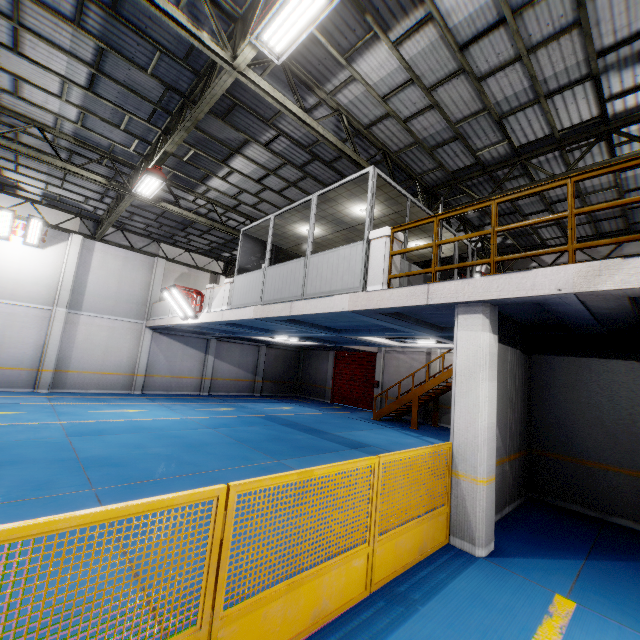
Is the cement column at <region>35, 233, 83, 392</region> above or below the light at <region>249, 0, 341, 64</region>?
below

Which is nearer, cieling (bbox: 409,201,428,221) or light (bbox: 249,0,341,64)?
light (bbox: 249,0,341,64)

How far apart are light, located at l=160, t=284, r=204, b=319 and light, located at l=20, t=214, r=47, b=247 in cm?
761

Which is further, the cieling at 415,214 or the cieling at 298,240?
the cieling at 298,240

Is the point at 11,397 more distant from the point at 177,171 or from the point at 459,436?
the point at 459,436

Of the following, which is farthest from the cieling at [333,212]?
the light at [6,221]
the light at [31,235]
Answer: → the light at [6,221]

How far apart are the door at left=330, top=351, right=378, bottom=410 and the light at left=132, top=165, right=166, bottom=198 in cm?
1535

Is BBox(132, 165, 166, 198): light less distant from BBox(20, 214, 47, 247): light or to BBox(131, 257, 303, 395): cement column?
BBox(20, 214, 47, 247): light
